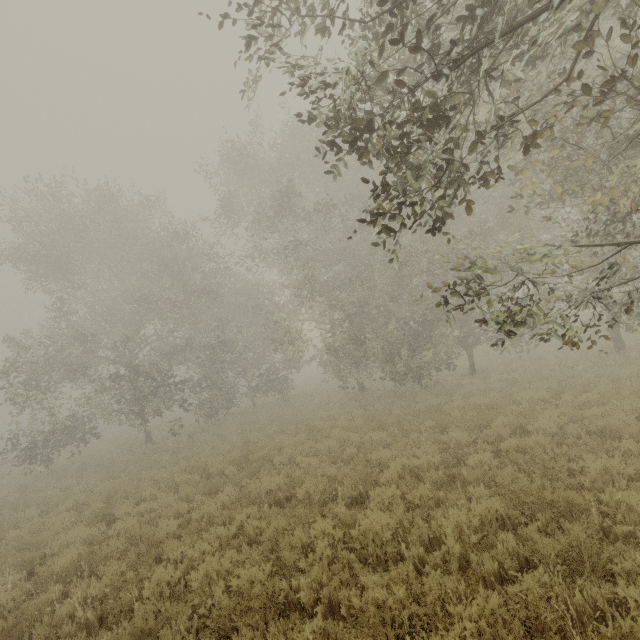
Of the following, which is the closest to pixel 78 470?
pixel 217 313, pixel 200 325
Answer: pixel 200 325
